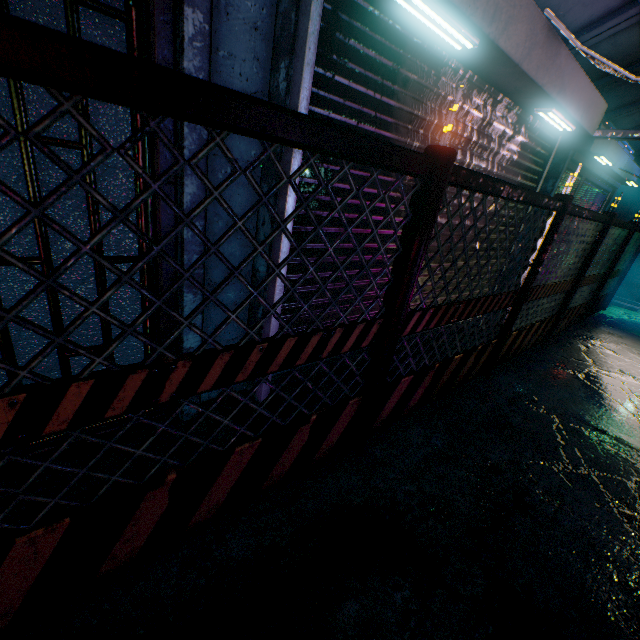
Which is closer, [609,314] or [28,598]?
[28,598]

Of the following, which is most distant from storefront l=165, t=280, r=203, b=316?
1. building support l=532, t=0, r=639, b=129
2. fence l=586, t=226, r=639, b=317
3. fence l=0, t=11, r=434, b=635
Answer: fence l=586, t=226, r=639, b=317

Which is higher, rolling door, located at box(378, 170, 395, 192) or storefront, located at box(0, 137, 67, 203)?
rolling door, located at box(378, 170, 395, 192)

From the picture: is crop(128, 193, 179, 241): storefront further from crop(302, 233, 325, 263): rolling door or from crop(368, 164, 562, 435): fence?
crop(368, 164, 562, 435): fence

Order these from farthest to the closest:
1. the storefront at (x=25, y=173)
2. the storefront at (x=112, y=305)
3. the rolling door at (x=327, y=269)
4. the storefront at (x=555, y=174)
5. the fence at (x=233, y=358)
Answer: the storefront at (x=555, y=174) → the rolling door at (x=327, y=269) → the storefront at (x=112, y=305) → the storefront at (x=25, y=173) → the fence at (x=233, y=358)

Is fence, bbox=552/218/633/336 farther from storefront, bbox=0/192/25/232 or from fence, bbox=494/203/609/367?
storefront, bbox=0/192/25/232

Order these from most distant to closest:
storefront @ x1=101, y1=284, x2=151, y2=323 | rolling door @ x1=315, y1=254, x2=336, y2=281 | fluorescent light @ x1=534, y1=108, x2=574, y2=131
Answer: fluorescent light @ x1=534, y1=108, x2=574, y2=131 < rolling door @ x1=315, y1=254, x2=336, y2=281 < storefront @ x1=101, y1=284, x2=151, y2=323

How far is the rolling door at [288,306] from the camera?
2.2m
